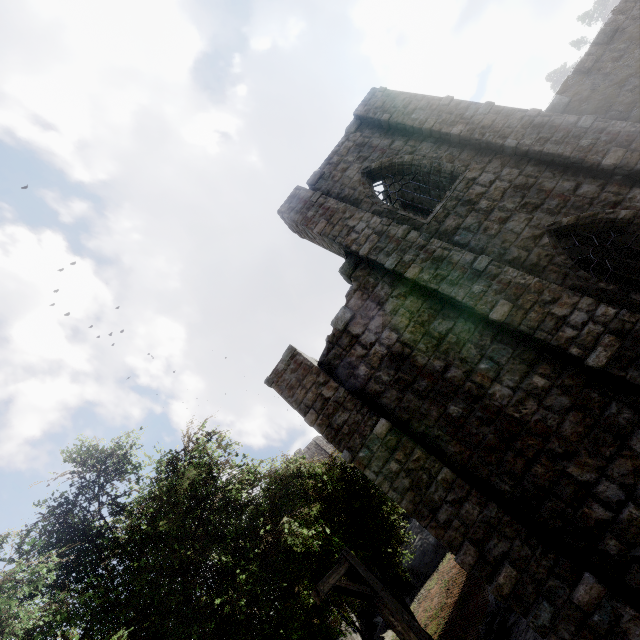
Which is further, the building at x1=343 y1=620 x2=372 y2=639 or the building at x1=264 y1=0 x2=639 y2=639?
the building at x1=343 y1=620 x2=372 y2=639

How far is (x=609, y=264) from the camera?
7.49m

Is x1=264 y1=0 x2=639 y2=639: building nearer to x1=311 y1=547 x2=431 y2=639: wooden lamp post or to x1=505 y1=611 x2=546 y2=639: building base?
x1=505 y1=611 x2=546 y2=639: building base

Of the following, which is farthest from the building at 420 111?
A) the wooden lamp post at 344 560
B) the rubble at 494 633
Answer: the rubble at 494 633

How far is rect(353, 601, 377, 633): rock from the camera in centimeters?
3053cm

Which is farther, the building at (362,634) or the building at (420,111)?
the building at (362,634)

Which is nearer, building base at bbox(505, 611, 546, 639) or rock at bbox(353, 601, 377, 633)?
building base at bbox(505, 611, 546, 639)

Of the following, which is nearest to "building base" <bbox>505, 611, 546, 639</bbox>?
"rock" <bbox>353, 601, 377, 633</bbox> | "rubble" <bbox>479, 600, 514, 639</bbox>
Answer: "rubble" <bbox>479, 600, 514, 639</bbox>
